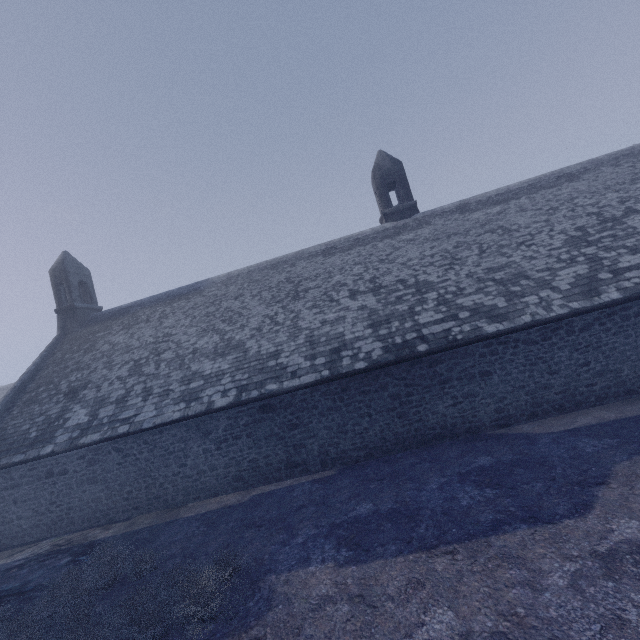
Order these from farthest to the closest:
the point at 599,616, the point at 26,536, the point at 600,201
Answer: the point at 600,201 → the point at 26,536 → the point at 599,616
